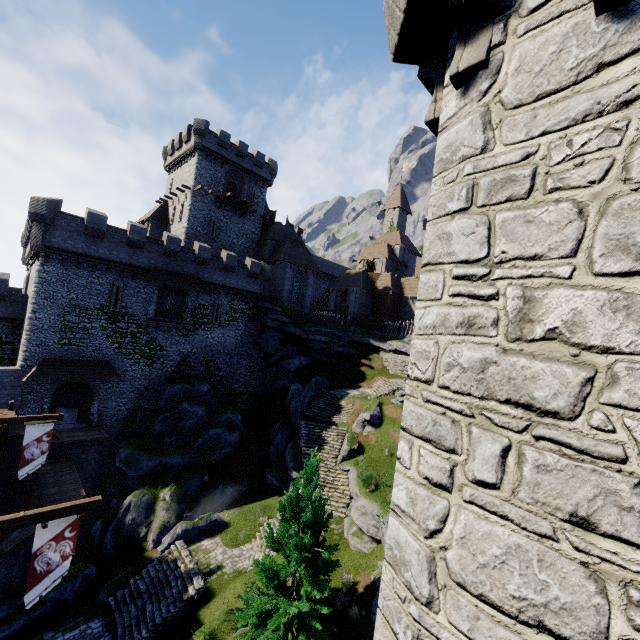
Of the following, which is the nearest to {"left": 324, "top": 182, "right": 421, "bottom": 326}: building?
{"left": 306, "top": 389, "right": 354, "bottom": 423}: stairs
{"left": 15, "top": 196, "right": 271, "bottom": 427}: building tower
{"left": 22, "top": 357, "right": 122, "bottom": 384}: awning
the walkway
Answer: {"left": 15, "top": 196, "right": 271, "bottom": 427}: building tower

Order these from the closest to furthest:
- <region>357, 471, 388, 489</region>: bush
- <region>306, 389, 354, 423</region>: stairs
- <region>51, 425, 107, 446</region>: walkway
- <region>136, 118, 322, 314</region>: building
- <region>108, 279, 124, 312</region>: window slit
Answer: <region>357, 471, 388, 489</region>: bush → <region>51, 425, 107, 446</region>: walkway → <region>108, 279, 124, 312</region>: window slit → <region>306, 389, 354, 423</region>: stairs → <region>136, 118, 322, 314</region>: building

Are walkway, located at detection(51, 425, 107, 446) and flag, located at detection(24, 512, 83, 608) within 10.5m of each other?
no

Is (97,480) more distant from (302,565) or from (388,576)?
(388,576)

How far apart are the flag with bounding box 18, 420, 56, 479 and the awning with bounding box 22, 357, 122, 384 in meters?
8.7

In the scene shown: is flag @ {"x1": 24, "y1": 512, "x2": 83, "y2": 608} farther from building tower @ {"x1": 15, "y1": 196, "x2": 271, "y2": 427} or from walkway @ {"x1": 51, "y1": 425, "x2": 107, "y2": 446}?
building tower @ {"x1": 15, "y1": 196, "x2": 271, "y2": 427}

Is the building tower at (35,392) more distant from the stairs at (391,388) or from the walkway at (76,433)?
the stairs at (391,388)

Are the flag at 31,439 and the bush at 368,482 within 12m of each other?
no
